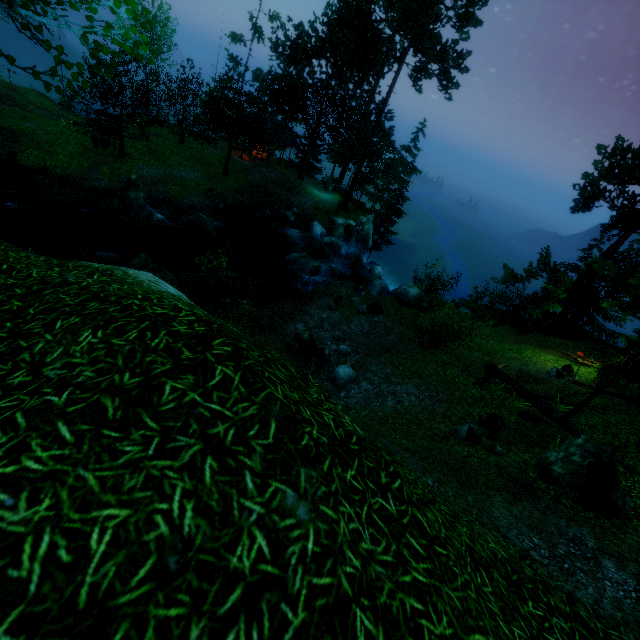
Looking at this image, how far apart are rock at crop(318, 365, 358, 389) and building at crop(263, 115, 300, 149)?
27.6 meters

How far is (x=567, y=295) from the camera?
20.88m

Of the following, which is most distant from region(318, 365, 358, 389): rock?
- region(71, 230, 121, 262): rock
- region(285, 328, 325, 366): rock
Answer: region(71, 230, 121, 262): rock

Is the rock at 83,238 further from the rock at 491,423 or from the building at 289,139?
the building at 289,139

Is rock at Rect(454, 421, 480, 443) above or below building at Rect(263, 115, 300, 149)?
below

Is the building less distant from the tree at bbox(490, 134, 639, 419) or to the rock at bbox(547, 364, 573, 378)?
the tree at bbox(490, 134, 639, 419)

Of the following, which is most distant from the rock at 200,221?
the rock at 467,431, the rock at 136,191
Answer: the rock at 467,431

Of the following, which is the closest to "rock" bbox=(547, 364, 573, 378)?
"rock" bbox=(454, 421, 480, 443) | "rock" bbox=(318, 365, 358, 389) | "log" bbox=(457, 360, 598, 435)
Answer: "log" bbox=(457, 360, 598, 435)
